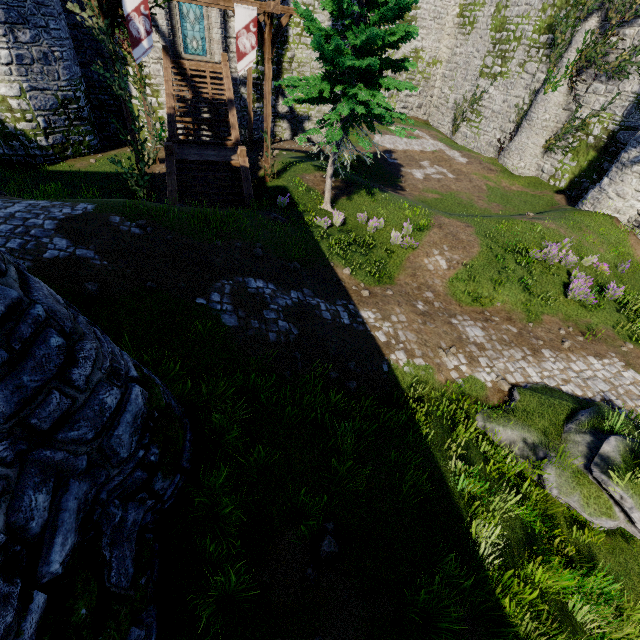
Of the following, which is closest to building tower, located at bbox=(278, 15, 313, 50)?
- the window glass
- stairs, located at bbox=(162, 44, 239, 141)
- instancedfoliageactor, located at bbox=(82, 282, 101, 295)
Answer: the window glass

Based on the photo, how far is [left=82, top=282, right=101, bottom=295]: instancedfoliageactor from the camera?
6.6m

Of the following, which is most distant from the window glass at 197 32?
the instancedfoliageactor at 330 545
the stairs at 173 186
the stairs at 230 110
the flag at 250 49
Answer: the instancedfoliageactor at 330 545

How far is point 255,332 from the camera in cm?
777

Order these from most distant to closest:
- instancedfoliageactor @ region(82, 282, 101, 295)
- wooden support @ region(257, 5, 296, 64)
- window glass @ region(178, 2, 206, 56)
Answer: window glass @ region(178, 2, 206, 56) < wooden support @ region(257, 5, 296, 64) < instancedfoliageactor @ region(82, 282, 101, 295)

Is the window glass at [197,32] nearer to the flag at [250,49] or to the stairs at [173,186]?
the flag at [250,49]

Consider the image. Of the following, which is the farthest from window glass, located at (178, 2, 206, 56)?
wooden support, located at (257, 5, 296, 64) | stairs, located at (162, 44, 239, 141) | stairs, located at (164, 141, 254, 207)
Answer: stairs, located at (164, 141, 254, 207)

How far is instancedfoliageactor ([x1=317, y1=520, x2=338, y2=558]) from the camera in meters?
4.7
